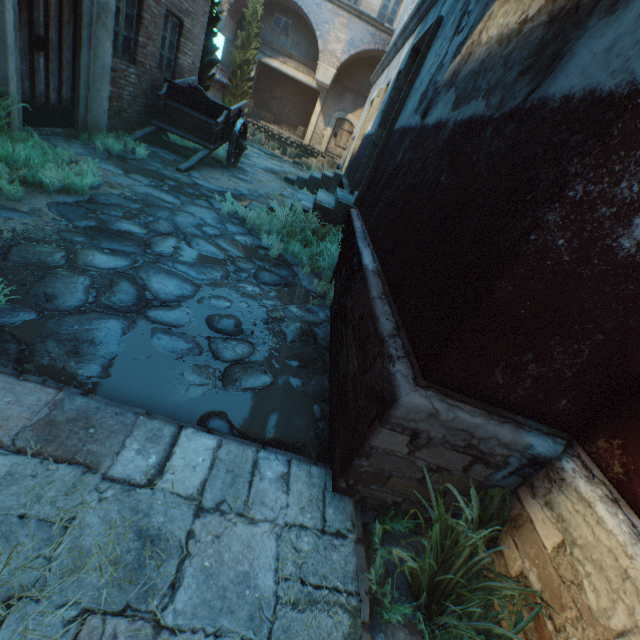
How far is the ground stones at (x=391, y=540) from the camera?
1.9 meters

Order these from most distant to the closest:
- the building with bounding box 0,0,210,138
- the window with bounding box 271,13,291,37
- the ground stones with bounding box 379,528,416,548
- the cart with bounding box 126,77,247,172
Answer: the window with bounding box 271,13,291,37 → the cart with bounding box 126,77,247,172 → the building with bounding box 0,0,210,138 → the ground stones with bounding box 379,528,416,548

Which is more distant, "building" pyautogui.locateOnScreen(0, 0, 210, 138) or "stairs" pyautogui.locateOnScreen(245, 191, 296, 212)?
"stairs" pyautogui.locateOnScreen(245, 191, 296, 212)

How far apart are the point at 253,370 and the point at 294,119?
24.1 meters

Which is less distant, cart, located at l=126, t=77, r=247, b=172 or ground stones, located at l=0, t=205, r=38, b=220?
ground stones, located at l=0, t=205, r=38, b=220

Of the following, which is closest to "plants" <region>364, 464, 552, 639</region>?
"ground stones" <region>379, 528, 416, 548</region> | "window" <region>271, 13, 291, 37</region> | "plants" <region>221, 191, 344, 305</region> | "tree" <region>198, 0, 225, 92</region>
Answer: "ground stones" <region>379, 528, 416, 548</region>

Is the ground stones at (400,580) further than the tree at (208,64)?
No

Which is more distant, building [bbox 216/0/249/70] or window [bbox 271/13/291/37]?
window [bbox 271/13/291/37]
